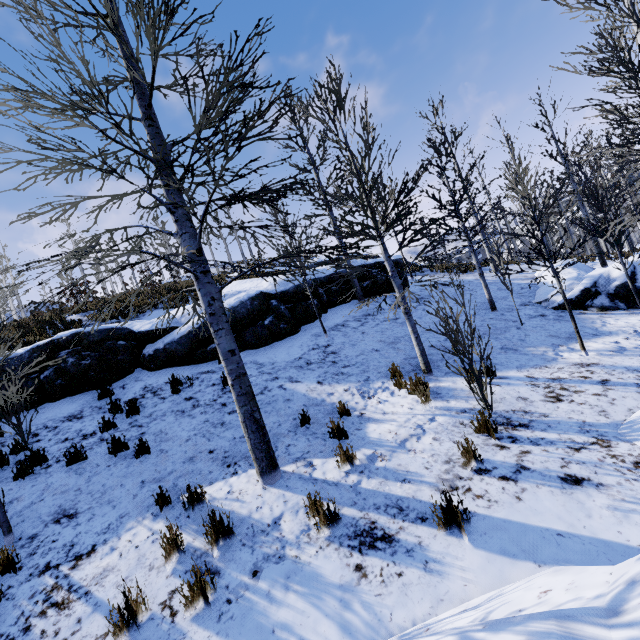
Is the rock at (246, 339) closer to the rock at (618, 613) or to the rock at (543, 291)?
the rock at (543, 291)

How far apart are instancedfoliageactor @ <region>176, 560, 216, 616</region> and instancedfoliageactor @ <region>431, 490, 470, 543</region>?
2.4m

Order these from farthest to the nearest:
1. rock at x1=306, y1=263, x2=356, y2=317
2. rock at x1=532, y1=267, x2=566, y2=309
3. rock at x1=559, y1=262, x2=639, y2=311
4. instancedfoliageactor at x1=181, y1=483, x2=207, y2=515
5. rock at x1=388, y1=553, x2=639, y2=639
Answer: rock at x1=306, y1=263, x2=356, y2=317 → rock at x1=532, y1=267, x2=566, y2=309 → rock at x1=559, y1=262, x2=639, y2=311 → instancedfoliageactor at x1=181, y1=483, x2=207, y2=515 → rock at x1=388, y1=553, x2=639, y2=639

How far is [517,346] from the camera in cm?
805

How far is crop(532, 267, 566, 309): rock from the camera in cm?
1046

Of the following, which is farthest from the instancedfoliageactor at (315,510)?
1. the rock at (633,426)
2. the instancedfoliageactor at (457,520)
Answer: the rock at (633,426)

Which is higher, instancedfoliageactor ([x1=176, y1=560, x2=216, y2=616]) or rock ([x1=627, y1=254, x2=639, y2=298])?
rock ([x1=627, y1=254, x2=639, y2=298])

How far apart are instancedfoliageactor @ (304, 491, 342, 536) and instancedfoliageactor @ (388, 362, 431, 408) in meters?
3.6
